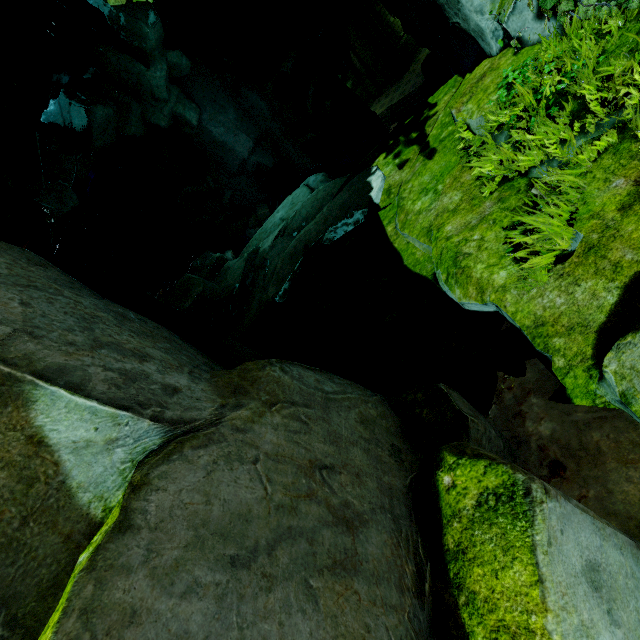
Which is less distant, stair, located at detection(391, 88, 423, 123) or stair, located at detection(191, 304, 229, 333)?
stair, located at detection(191, 304, 229, 333)

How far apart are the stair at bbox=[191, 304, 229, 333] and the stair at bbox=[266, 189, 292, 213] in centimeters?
1247cm

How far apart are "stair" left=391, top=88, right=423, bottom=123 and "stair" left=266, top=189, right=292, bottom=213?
10.7m

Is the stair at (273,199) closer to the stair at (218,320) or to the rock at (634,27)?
the rock at (634,27)

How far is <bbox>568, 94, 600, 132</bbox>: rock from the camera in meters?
3.2 m

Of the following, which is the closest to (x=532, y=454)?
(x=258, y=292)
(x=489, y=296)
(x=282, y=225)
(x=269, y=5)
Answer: (x=489, y=296)

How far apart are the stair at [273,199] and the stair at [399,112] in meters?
10.7 m

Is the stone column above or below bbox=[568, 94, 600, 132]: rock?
below
